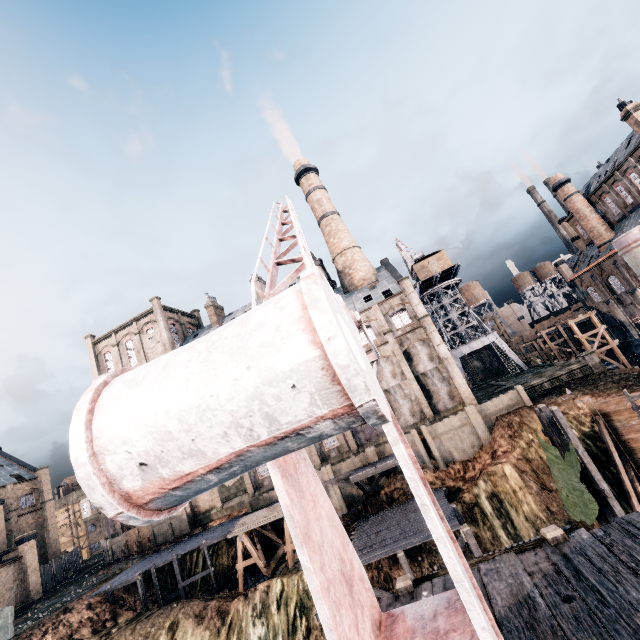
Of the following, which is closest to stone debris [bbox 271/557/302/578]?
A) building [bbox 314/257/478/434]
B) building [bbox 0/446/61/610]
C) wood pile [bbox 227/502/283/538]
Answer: wood pile [bbox 227/502/283/538]

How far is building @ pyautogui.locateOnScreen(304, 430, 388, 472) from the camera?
35.39m

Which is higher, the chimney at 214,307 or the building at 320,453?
the chimney at 214,307

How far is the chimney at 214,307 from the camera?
52.4 meters

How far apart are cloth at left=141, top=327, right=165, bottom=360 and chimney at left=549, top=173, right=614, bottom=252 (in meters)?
68.43

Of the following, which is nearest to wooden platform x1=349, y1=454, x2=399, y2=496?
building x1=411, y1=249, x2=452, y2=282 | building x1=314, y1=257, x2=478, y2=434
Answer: building x1=314, y1=257, x2=478, y2=434

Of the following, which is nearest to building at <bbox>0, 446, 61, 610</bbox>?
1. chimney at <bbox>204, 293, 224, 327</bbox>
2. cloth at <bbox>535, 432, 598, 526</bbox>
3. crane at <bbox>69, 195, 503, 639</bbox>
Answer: chimney at <bbox>204, 293, 224, 327</bbox>

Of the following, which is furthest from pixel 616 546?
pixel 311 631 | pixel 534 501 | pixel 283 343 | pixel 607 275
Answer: pixel 607 275
